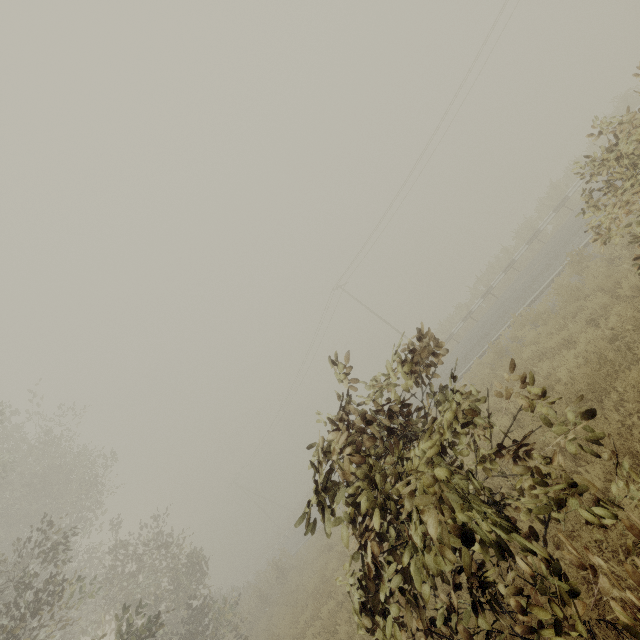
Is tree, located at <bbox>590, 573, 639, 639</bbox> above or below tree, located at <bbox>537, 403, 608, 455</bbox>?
below

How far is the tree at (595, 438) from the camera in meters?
2.9

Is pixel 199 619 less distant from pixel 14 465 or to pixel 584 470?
pixel 14 465

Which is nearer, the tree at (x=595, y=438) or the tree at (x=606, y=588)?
the tree at (x=606, y=588)

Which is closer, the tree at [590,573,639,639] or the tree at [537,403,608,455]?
the tree at [590,573,639,639]

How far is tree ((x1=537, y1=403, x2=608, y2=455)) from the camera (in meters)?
2.93
